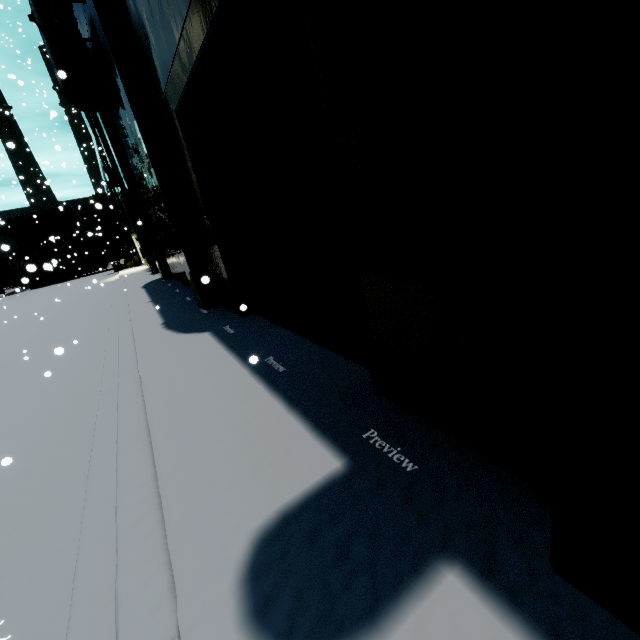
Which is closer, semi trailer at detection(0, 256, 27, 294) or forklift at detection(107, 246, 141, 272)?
forklift at detection(107, 246, 141, 272)

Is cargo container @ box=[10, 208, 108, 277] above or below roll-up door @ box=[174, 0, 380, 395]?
above

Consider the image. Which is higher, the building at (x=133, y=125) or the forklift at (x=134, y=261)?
the building at (x=133, y=125)

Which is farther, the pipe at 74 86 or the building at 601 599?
the pipe at 74 86

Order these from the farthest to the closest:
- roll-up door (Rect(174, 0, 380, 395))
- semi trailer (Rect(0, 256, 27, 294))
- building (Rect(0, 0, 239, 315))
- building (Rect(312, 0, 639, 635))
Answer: semi trailer (Rect(0, 256, 27, 294)), building (Rect(0, 0, 239, 315)), roll-up door (Rect(174, 0, 380, 395)), building (Rect(312, 0, 639, 635))

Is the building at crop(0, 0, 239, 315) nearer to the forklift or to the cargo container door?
the forklift

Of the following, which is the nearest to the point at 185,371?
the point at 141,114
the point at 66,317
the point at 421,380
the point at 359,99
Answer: the point at 421,380

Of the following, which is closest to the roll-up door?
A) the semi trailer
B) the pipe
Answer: the pipe
